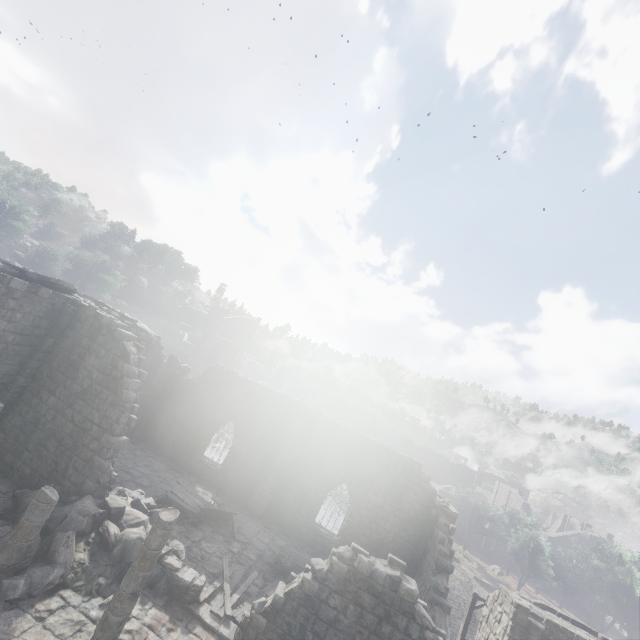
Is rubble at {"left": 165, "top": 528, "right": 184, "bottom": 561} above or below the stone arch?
below

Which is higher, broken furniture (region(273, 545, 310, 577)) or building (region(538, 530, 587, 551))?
building (region(538, 530, 587, 551))

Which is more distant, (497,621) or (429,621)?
(497,621)

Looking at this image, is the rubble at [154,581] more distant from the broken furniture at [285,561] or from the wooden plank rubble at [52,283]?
the wooden plank rubble at [52,283]

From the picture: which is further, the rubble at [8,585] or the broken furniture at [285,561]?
the broken furniture at [285,561]

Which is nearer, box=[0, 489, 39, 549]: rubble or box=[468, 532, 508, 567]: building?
box=[0, 489, 39, 549]: rubble

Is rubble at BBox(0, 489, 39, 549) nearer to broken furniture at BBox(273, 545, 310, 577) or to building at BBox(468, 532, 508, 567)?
building at BBox(468, 532, 508, 567)

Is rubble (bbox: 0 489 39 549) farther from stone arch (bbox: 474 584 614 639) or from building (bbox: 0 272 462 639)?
stone arch (bbox: 474 584 614 639)
